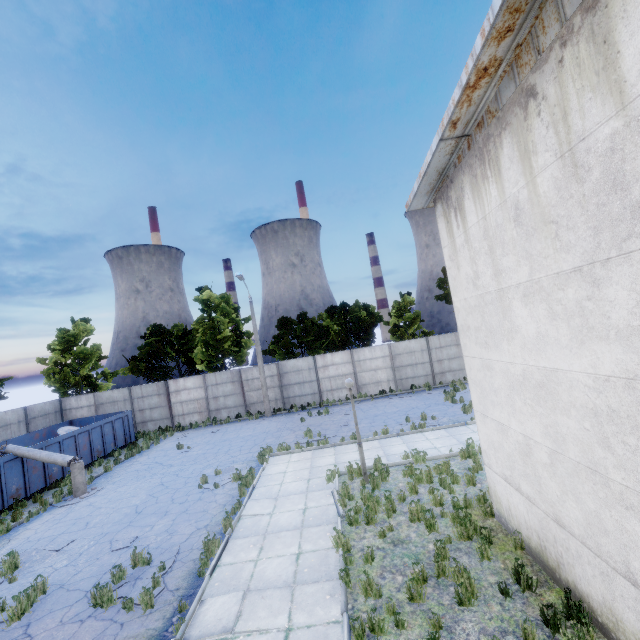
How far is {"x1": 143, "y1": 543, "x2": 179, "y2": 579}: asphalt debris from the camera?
7.7 meters

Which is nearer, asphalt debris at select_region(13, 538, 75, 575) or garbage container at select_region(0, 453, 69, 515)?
asphalt debris at select_region(13, 538, 75, 575)

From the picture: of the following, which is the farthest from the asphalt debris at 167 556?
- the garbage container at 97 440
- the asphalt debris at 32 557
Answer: the garbage container at 97 440

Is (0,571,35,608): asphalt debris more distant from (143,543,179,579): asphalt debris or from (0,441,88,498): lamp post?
(0,441,88,498): lamp post

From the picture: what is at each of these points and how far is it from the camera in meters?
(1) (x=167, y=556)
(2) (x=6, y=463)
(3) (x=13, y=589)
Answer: (1) asphalt debris, 8.3
(2) garbage container, 13.5
(3) asphalt debris, 8.1

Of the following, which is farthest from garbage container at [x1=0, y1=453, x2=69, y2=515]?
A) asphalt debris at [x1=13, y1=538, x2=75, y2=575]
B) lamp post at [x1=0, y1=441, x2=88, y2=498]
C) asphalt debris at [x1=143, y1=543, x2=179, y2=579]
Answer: asphalt debris at [x1=143, y1=543, x2=179, y2=579]
